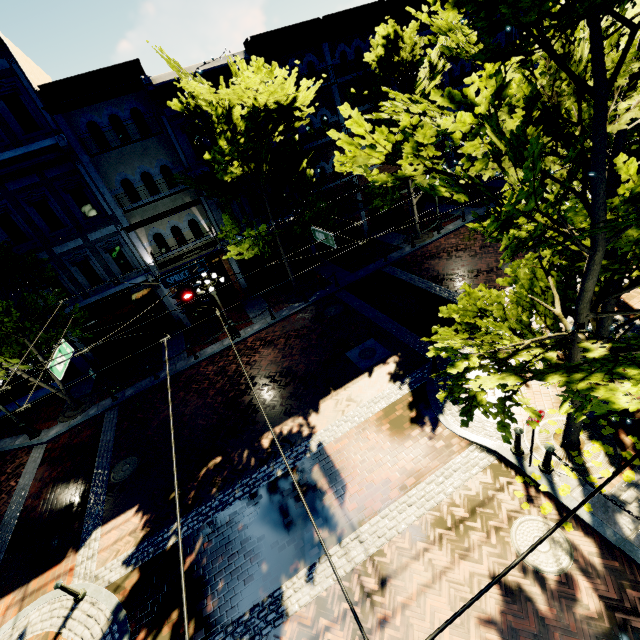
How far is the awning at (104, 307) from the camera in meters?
15.8

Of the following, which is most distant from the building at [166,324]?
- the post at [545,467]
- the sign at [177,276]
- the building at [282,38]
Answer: the post at [545,467]

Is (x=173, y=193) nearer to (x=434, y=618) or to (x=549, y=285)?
(x=549, y=285)

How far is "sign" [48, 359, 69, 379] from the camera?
8.23m

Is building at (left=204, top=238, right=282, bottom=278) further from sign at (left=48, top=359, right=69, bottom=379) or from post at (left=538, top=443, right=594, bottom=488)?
post at (left=538, top=443, right=594, bottom=488)

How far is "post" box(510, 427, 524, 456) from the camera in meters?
7.4 m

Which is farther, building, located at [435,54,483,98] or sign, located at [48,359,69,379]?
building, located at [435,54,483,98]

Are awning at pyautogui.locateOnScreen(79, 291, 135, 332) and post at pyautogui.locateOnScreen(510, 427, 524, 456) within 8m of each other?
no
